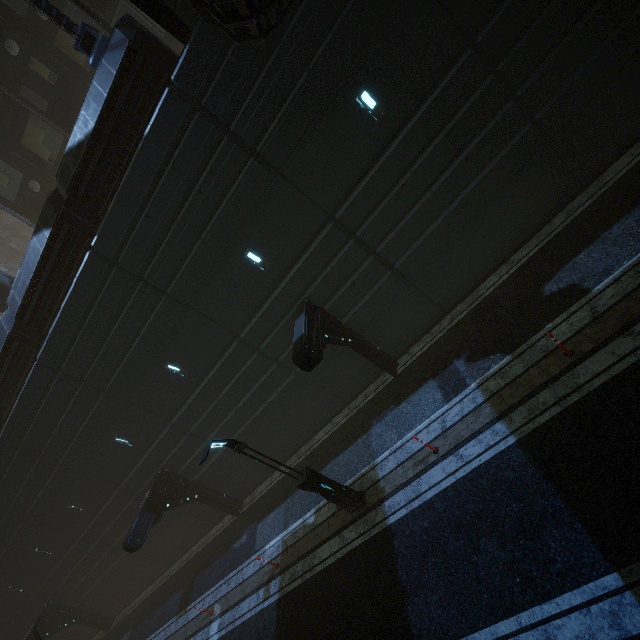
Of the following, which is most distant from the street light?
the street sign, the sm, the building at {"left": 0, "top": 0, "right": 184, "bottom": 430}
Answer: the sm

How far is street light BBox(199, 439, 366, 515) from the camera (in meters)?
9.02

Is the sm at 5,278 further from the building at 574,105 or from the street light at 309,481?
the street light at 309,481

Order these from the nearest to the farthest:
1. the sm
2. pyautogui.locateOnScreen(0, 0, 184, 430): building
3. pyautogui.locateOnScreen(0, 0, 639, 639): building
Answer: pyautogui.locateOnScreen(0, 0, 639, 639): building, pyautogui.locateOnScreen(0, 0, 184, 430): building, the sm

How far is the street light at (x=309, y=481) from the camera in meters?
9.0

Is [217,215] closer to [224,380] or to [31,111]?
[224,380]

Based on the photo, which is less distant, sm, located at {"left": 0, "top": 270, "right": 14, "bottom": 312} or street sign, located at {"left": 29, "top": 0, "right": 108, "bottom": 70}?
street sign, located at {"left": 29, "top": 0, "right": 108, "bottom": 70}

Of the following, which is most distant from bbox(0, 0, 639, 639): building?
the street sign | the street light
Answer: the street light
